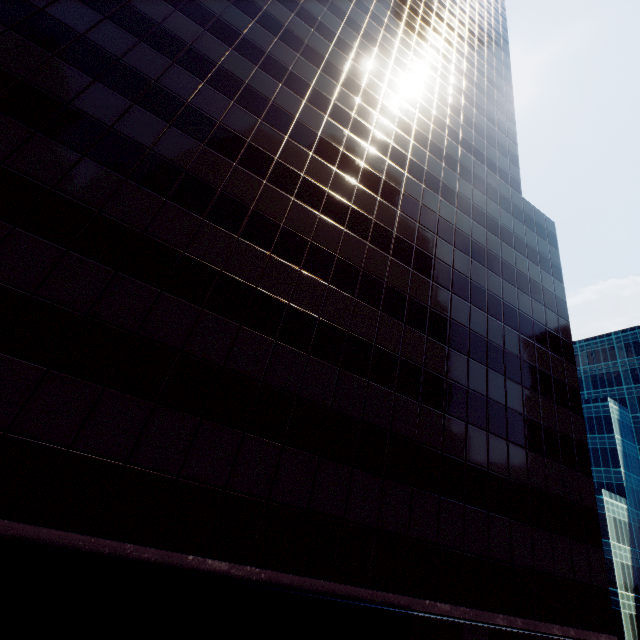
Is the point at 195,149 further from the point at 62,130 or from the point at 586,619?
the point at 586,619
